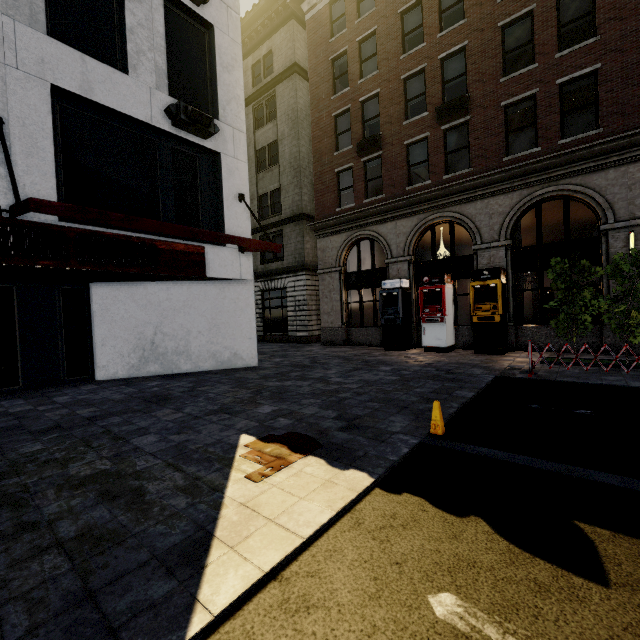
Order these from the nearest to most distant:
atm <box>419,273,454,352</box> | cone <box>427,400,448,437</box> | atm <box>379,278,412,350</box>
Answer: cone <box>427,400,448,437</box>, atm <box>419,273,454,352</box>, atm <box>379,278,412,350</box>

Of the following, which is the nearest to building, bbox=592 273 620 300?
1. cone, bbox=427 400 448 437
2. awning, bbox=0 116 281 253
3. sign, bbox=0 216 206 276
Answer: awning, bbox=0 116 281 253

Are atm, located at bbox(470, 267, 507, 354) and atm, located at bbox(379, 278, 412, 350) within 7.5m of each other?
yes

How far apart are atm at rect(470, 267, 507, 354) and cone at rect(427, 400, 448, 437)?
8.41m

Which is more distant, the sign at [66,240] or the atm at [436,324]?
the atm at [436,324]

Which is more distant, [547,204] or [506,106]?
[547,204]

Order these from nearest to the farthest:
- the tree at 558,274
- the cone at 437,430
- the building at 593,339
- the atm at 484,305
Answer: the cone at 437,430 < the tree at 558,274 < the building at 593,339 < the atm at 484,305

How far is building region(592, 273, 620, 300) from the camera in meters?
10.6 m
